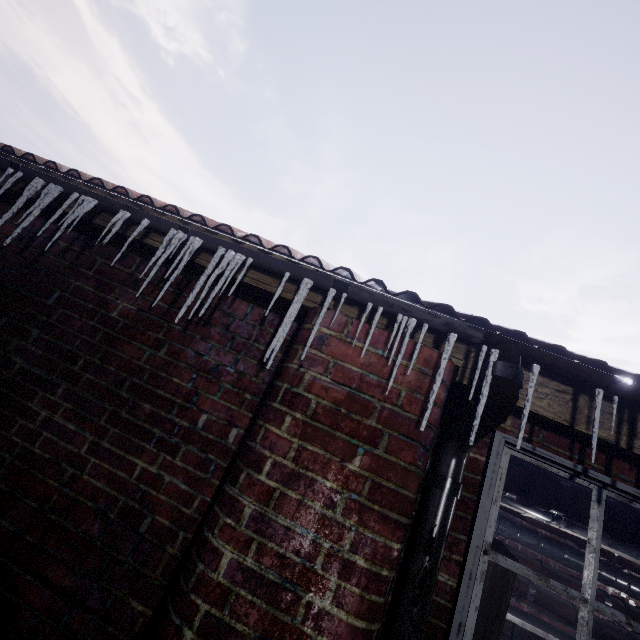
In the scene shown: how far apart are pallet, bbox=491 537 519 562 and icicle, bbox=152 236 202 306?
0.97m

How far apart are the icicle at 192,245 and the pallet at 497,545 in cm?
97

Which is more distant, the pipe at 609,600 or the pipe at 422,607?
the pipe at 609,600

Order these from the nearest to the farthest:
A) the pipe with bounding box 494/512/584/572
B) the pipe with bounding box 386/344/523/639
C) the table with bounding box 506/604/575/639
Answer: the pipe with bounding box 386/344/523/639 → the table with bounding box 506/604/575/639 → the pipe with bounding box 494/512/584/572

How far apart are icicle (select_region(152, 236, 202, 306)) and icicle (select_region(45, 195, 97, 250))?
0.4 meters

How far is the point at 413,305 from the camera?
1.1 meters

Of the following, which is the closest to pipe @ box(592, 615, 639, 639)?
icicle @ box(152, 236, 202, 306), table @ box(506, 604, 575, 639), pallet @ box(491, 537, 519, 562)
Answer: table @ box(506, 604, 575, 639)

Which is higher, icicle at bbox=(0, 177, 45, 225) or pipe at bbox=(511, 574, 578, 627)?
icicle at bbox=(0, 177, 45, 225)
